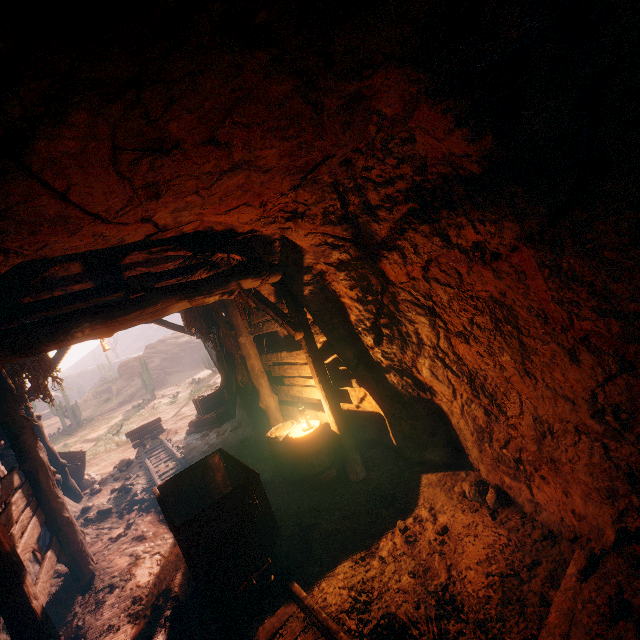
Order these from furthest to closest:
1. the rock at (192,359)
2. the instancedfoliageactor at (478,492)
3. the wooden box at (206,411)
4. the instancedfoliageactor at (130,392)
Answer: the rock at (192,359) < the instancedfoliageactor at (130,392) < the wooden box at (206,411) < the instancedfoliageactor at (478,492)

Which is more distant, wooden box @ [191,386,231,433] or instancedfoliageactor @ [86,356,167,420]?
instancedfoliageactor @ [86,356,167,420]

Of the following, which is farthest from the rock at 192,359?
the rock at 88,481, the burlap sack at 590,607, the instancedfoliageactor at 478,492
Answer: the burlap sack at 590,607

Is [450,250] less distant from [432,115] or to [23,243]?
[432,115]

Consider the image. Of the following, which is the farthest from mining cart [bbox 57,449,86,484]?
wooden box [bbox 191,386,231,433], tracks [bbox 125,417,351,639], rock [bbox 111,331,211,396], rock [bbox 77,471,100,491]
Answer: rock [bbox 111,331,211,396]

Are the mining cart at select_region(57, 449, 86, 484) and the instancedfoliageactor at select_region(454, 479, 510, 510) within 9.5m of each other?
no

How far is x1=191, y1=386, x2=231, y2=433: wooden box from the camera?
10.6m

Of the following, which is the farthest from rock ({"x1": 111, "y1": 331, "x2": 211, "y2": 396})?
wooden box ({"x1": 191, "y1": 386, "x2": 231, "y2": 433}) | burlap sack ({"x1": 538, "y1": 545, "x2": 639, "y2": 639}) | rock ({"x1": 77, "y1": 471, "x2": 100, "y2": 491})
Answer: burlap sack ({"x1": 538, "y1": 545, "x2": 639, "y2": 639})
